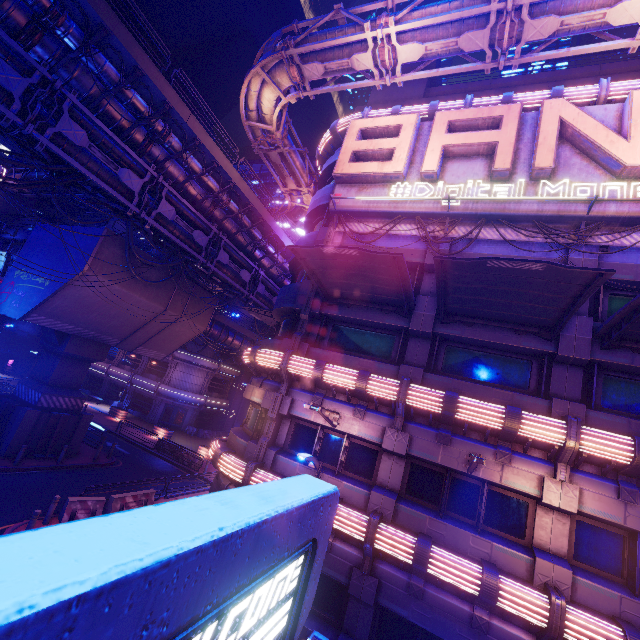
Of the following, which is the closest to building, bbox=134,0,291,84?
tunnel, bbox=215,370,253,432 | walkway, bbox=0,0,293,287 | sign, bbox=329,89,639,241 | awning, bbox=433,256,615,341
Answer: tunnel, bbox=215,370,253,432

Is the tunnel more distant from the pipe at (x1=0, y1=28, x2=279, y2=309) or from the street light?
the street light

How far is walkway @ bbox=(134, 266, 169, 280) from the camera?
20.25m

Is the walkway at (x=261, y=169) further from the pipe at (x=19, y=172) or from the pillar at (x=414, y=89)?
the pillar at (x=414, y=89)

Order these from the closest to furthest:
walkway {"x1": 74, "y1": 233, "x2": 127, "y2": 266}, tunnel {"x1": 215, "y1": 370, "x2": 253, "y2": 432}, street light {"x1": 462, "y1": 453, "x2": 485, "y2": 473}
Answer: street light {"x1": 462, "y1": 453, "x2": 485, "y2": 473}
walkway {"x1": 74, "y1": 233, "x2": 127, "y2": 266}
tunnel {"x1": 215, "y1": 370, "x2": 253, "y2": 432}

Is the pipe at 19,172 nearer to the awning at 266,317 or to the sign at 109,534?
the awning at 266,317

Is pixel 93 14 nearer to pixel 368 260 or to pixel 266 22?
pixel 368 260

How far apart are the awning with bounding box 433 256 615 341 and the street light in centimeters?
452cm
